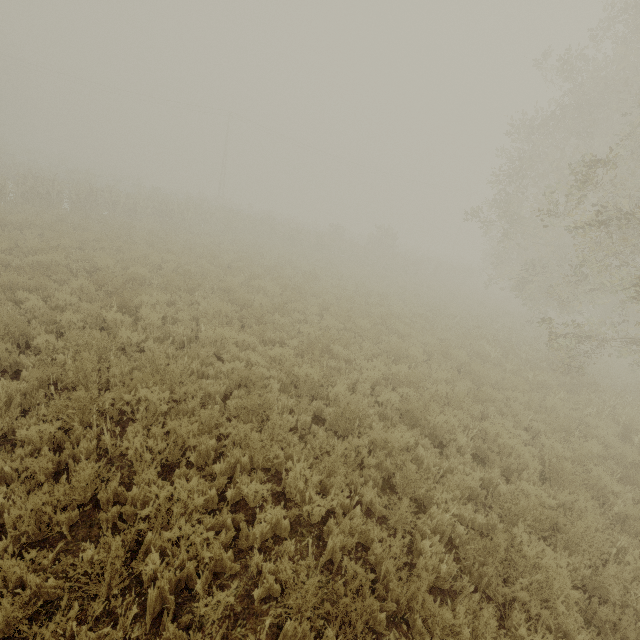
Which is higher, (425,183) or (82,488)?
(425,183)
